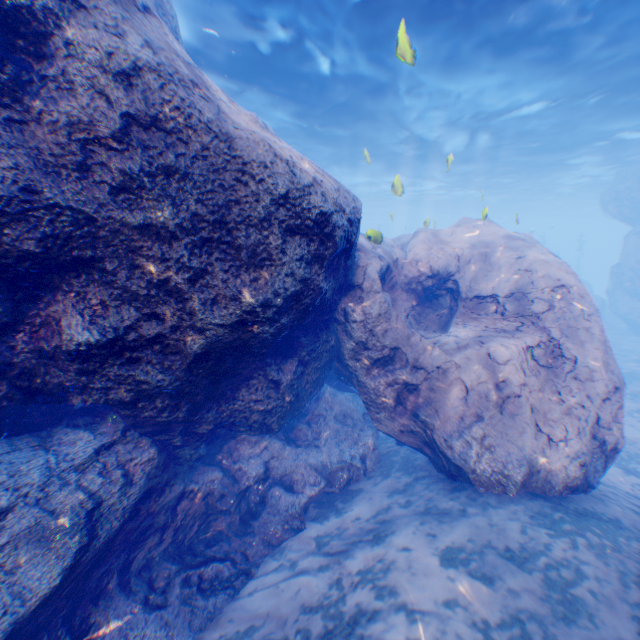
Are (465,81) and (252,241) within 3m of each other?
no

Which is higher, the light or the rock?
the light

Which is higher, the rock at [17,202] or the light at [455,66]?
the light at [455,66]

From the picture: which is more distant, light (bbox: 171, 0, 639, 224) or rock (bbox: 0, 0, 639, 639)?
light (bbox: 171, 0, 639, 224)

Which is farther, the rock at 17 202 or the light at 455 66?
the light at 455 66
